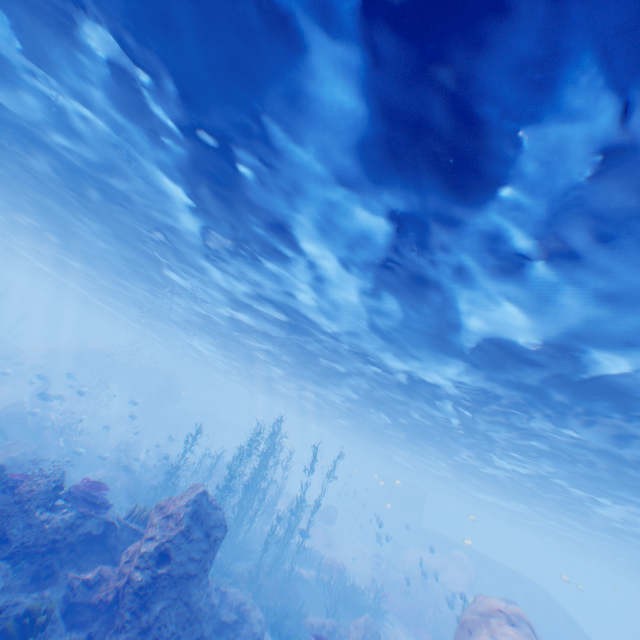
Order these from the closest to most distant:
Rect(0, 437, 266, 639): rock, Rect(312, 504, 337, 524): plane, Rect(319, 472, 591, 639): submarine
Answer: Rect(0, 437, 266, 639): rock
Rect(319, 472, 591, 639): submarine
Rect(312, 504, 337, 524): plane

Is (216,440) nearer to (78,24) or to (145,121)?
(145,121)

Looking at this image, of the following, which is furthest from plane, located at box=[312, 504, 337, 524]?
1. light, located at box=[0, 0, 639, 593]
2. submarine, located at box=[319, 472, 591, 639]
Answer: light, located at box=[0, 0, 639, 593]

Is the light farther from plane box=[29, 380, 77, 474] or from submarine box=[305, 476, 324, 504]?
plane box=[29, 380, 77, 474]

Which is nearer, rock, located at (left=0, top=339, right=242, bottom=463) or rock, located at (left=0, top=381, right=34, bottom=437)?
rock, located at (left=0, top=381, right=34, bottom=437)

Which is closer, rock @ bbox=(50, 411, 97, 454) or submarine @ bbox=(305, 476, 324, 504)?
rock @ bbox=(50, 411, 97, 454)

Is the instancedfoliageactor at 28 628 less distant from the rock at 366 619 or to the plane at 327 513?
the rock at 366 619

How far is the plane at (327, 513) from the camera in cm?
3269
